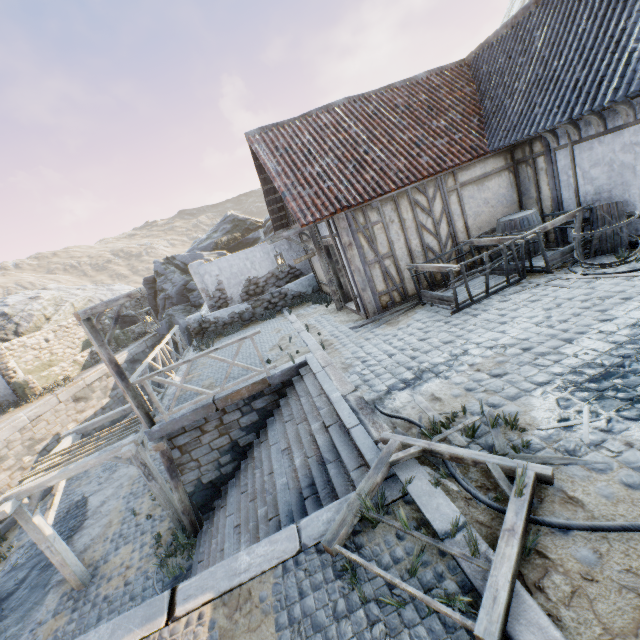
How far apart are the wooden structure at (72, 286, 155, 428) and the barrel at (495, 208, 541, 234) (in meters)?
9.05

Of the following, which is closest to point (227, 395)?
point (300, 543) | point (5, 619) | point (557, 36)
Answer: point (300, 543)

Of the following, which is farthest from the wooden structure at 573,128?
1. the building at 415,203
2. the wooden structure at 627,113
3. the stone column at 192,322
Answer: the stone column at 192,322

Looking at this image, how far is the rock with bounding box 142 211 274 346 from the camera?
20.8m

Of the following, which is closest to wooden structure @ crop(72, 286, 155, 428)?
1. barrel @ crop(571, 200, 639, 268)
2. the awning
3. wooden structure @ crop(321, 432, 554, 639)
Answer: the awning

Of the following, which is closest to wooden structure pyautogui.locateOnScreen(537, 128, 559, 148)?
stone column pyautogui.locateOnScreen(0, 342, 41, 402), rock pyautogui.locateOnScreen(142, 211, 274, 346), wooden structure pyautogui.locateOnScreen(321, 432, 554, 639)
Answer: wooden structure pyautogui.locateOnScreen(321, 432, 554, 639)

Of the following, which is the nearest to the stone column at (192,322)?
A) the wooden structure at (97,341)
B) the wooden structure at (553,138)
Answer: the wooden structure at (97,341)

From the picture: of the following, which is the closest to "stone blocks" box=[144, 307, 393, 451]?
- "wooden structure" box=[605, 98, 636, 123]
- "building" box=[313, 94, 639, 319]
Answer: "building" box=[313, 94, 639, 319]
